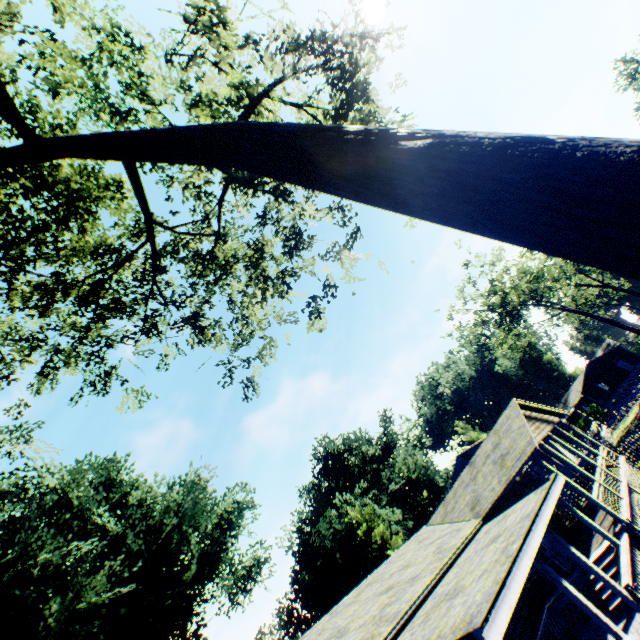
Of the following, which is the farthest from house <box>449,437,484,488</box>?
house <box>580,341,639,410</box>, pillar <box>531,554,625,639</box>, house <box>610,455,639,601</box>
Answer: house <box>580,341,639,410</box>

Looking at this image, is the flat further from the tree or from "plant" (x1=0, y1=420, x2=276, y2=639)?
the tree

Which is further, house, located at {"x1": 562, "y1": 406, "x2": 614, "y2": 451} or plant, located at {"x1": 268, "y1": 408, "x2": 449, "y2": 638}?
plant, located at {"x1": 268, "y1": 408, "x2": 449, "y2": 638}

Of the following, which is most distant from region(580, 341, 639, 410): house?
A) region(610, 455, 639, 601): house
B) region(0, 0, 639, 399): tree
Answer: region(0, 0, 639, 399): tree

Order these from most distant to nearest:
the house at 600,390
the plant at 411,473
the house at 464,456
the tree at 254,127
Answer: the house at 600,390, the plant at 411,473, the house at 464,456, the tree at 254,127

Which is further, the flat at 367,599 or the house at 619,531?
the flat at 367,599

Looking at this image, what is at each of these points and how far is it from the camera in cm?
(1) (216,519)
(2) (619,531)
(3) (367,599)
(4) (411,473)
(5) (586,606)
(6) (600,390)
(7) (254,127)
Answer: (1) plant, 3459
(2) house, 1188
(3) flat, 1277
(4) plant, 4466
(5) pillar, 801
(6) house, 5969
(7) tree, 329

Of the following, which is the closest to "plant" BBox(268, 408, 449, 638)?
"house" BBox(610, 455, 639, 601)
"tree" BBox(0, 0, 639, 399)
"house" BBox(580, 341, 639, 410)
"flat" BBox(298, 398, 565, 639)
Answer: "tree" BBox(0, 0, 639, 399)
